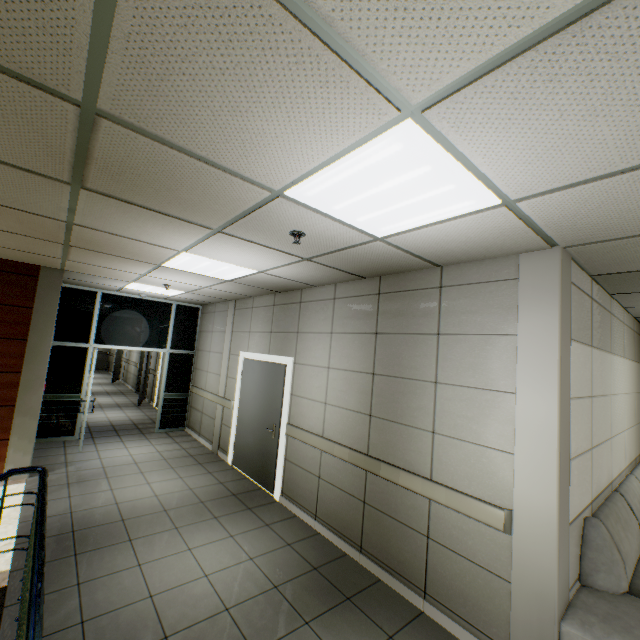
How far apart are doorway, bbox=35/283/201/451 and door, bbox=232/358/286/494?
2.7 meters

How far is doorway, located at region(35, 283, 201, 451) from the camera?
6.7 meters

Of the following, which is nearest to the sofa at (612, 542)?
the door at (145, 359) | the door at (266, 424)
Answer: the door at (266, 424)

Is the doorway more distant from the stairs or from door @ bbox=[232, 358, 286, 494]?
door @ bbox=[232, 358, 286, 494]

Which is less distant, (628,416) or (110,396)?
(628,416)

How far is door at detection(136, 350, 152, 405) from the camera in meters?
10.7 m

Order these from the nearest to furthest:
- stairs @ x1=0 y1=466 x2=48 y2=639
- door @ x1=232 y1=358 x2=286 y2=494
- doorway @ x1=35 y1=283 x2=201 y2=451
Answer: stairs @ x1=0 y1=466 x2=48 y2=639, door @ x1=232 y1=358 x2=286 y2=494, doorway @ x1=35 y1=283 x2=201 y2=451

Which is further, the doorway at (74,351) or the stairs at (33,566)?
the doorway at (74,351)
